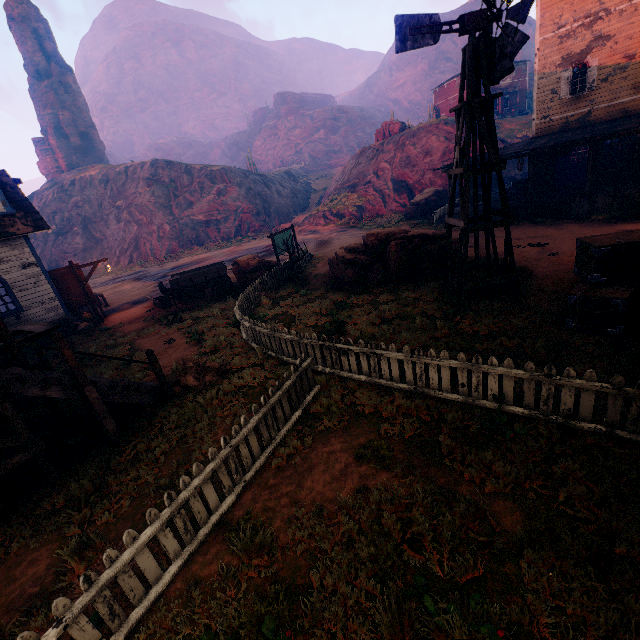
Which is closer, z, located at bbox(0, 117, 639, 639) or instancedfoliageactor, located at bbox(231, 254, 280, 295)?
z, located at bbox(0, 117, 639, 639)

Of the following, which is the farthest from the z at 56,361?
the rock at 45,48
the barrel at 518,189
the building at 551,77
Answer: the barrel at 518,189

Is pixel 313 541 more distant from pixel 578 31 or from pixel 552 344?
pixel 578 31

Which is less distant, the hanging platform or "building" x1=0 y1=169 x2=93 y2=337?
the hanging platform

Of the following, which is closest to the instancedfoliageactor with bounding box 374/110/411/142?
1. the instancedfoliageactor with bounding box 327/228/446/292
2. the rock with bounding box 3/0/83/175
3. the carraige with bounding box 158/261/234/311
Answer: Answer: the instancedfoliageactor with bounding box 327/228/446/292

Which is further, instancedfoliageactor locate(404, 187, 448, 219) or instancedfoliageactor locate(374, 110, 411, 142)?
instancedfoliageactor locate(374, 110, 411, 142)

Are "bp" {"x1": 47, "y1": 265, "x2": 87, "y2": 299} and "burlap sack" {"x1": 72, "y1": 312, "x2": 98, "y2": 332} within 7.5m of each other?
yes

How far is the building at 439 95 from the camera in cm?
4638
